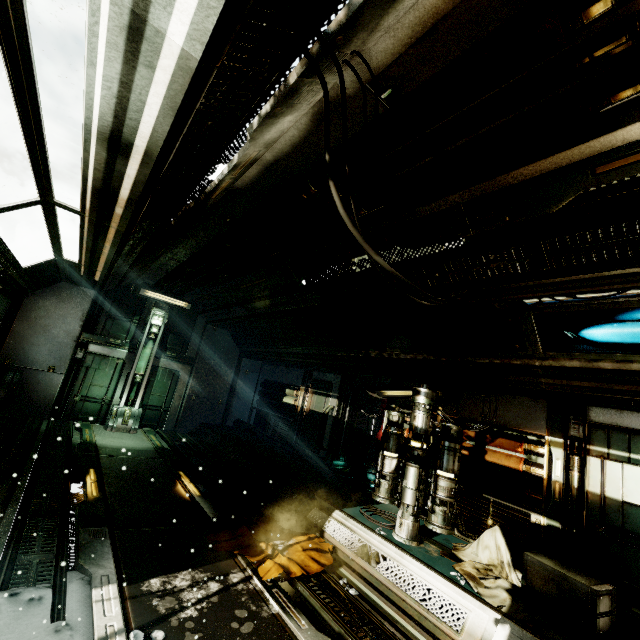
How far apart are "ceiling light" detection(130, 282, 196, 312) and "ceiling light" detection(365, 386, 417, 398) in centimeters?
712cm

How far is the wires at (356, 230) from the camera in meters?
1.9 m

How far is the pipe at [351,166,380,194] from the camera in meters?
3.4 m

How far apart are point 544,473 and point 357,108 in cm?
587

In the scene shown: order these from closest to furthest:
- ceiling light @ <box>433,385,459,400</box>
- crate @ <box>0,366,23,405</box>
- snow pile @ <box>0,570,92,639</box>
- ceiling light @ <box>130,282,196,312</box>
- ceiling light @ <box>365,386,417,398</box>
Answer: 1. snow pile @ <box>0,570,92,639</box>
2. ceiling light @ <box>433,385,459,400</box>
3. ceiling light @ <box>365,386,417,398</box>
4. crate @ <box>0,366,23,405</box>
5. ceiling light @ <box>130,282,196,312</box>

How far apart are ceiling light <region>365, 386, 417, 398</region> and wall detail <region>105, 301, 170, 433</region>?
7.42m

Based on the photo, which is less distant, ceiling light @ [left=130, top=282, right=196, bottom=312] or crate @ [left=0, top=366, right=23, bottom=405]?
crate @ [left=0, top=366, right=23, bottom=405]

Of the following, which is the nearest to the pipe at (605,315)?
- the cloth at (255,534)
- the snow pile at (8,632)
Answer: the cloth at (255,534)
